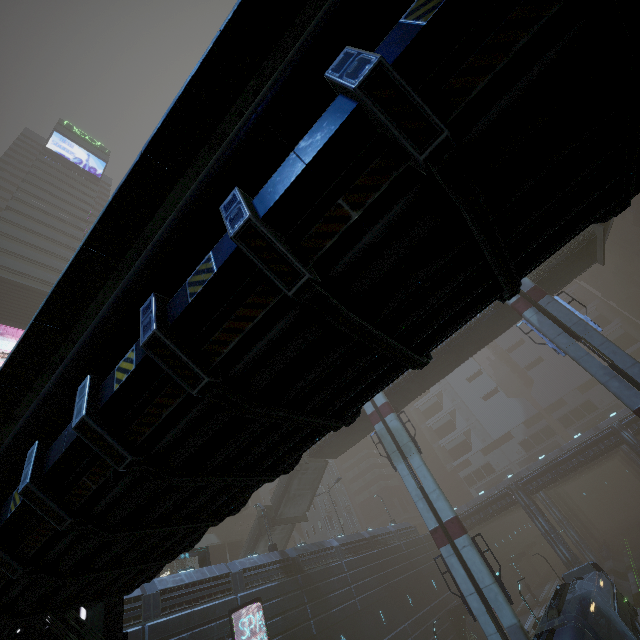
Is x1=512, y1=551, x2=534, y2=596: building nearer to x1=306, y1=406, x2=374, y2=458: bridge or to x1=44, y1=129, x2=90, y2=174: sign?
x1=44, y1=129, x2=90, y2=174: sign

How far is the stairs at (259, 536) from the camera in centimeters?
3194cm

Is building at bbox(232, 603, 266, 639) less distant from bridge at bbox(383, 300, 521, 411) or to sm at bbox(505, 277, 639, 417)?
sm at bbox(505, 277, 639, 417)

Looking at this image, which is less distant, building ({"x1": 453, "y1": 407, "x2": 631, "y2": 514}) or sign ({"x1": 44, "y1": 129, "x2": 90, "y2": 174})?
building ({"x1": 453, "y1": 407, "x2": 631, "y2": 514})

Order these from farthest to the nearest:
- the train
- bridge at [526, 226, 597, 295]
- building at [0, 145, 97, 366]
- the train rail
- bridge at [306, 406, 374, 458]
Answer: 1. building at [0, 145, 97, 366]
2. the train rail
3. bridge at [306, 406, 374, 458]
4. bridge at [526, 226, 597, 295]
5. the train

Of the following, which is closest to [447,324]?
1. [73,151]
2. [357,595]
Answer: [357,595]

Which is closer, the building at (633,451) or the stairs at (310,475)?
the stairs at (310,475)

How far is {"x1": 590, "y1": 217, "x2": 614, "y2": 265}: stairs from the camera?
22.3m
